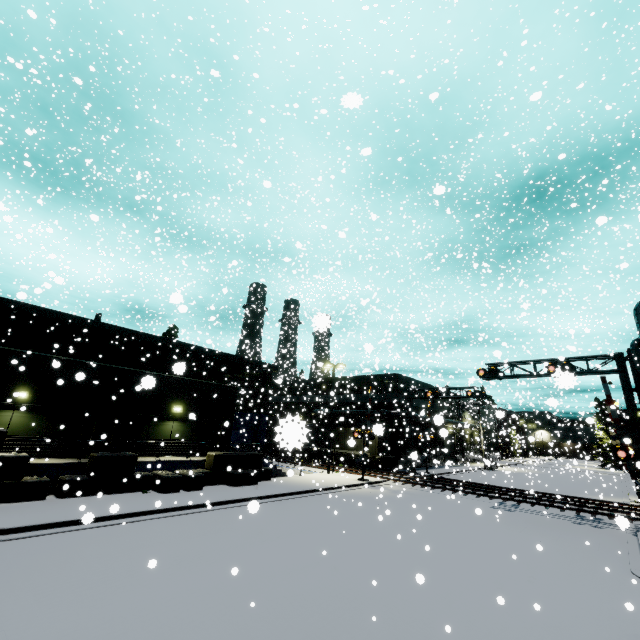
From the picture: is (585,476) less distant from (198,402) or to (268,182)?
(198,402)

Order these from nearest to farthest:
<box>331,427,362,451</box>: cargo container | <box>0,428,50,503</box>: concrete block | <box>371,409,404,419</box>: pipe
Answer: <box>0,428,50,503</box>: concrete block → <box>331,427,362,451</box>: cargo container → <box>371,409,404,419</box>: pipe

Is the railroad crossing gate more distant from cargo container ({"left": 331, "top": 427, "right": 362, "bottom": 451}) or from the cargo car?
cargo container ({"left": 331, "top": 427, "right": 362, "bottom": 451})

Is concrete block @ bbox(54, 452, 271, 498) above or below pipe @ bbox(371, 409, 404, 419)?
below

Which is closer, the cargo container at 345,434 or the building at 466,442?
the cargo container at 345,434

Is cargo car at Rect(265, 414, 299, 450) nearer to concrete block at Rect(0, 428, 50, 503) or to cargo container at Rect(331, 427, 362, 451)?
concrete block at Rect(0, 428, 50, 503)

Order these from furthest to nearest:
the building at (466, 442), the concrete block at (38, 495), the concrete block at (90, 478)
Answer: the building at (466, 442), the concrete block at (90, 478), the concrete block at (38, 495)

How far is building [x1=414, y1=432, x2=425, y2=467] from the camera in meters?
21.5
